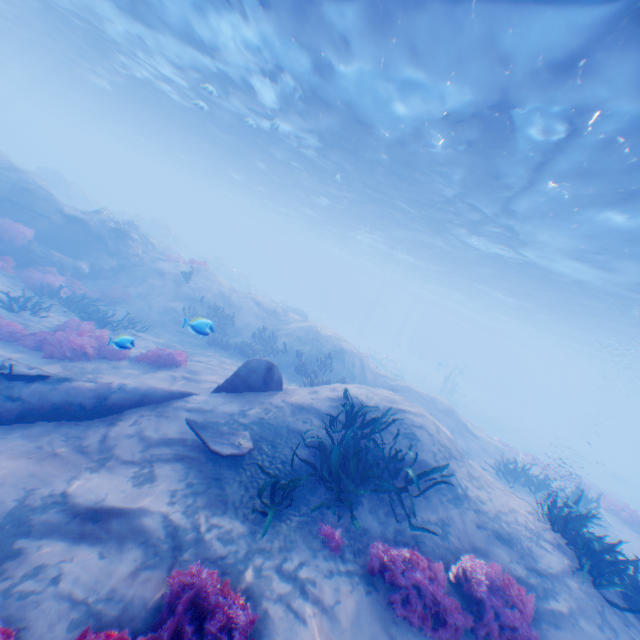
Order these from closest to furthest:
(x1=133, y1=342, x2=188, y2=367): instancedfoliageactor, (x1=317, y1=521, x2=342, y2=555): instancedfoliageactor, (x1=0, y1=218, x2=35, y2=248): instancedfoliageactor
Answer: (x1=317, y1=521, x2=342, y2=555): instancedfoliageactor
(x1=133, y1=342, x2=188, y2=367): instancedfoliageactor
(x1=0, y1=218, x2=35, y2=248): instancedfoliageactor

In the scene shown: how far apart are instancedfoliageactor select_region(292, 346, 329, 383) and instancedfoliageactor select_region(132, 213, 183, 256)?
30.7 meters

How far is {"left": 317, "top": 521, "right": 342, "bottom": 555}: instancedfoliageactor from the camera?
4.9 meters

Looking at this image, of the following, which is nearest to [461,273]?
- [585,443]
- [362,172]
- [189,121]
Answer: [362,172]

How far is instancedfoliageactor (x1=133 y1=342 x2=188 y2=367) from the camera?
10.16m

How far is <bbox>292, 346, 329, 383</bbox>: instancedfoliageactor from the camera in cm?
1356

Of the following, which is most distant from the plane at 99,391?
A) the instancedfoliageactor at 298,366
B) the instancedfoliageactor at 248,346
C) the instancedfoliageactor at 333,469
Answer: the instancedfoliageactor at 248,346

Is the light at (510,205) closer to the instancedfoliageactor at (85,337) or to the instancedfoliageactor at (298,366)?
the instancedfoliageactor at (85,337)
